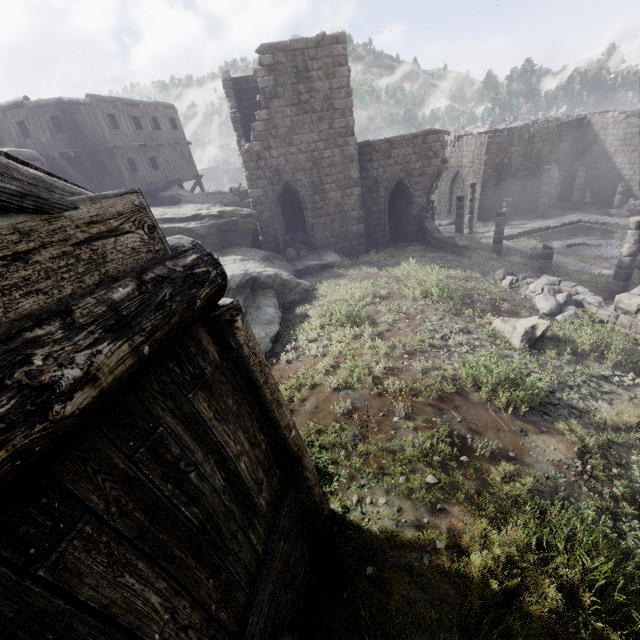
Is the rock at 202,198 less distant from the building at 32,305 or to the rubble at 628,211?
the building at 32,305

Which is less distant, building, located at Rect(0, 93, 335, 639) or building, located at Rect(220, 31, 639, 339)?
building, located at Rect(0, 93, 335, 639)

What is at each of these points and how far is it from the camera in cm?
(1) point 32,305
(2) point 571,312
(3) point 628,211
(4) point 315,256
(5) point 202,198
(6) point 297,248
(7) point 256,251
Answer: (1) building, 122
(2) rubble, 1126
(3) rubble, 2361
(4) building, 1822
(5) rock, 2203
(6) rubble, 1900
(7) rock, 1566

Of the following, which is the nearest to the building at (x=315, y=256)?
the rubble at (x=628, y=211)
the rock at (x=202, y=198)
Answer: the rubble at (x=628, y=211)

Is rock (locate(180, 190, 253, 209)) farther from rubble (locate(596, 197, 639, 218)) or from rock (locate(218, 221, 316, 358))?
rubble (locate(596, 197, 639, 218))

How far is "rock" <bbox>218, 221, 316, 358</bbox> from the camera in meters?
10.1 m

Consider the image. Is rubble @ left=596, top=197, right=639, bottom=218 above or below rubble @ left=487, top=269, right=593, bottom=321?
below

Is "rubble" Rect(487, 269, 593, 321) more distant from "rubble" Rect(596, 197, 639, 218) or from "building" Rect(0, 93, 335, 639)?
"rubble" Rect(596, 197, 639, 218)
